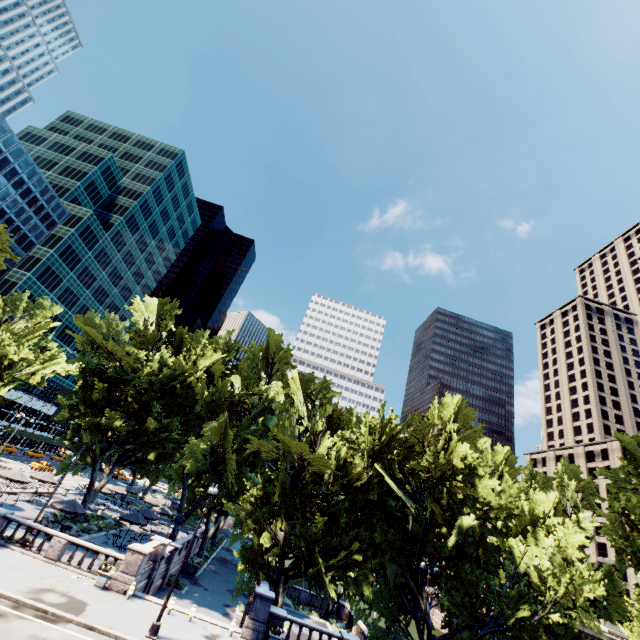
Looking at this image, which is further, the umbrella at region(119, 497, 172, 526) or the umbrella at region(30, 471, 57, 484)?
the umbrella at region(30, 471, 57, 484)

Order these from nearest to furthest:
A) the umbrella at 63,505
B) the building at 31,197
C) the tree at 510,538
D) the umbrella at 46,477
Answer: the tree at 510,538 → the umbrella at 63,505 → the umbrella at 46,477 → the building at 31,197

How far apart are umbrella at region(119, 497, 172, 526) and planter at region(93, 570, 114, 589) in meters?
15.2 m

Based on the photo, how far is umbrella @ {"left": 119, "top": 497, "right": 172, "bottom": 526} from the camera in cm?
3033

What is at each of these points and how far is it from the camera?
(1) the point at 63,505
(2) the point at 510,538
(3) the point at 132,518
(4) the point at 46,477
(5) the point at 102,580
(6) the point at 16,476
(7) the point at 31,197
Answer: (1) umbrella, 26.16m
(2) tree, 27.31m
(3) umbrella, 30.48m
(4) umbrella, 35.41m
(5) planter, 20.25m
(6) umbrella, 30.66m
(7) building, 59.94m

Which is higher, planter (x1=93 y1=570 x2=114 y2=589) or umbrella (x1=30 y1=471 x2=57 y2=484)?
umbrella (x1=30 y1=471 x2=57 y2=484)

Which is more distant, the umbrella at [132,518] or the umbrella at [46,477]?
the umbrella at [46,477]

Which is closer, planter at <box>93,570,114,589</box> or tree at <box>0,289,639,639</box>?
planter at <box>93,570,114,589</box>
